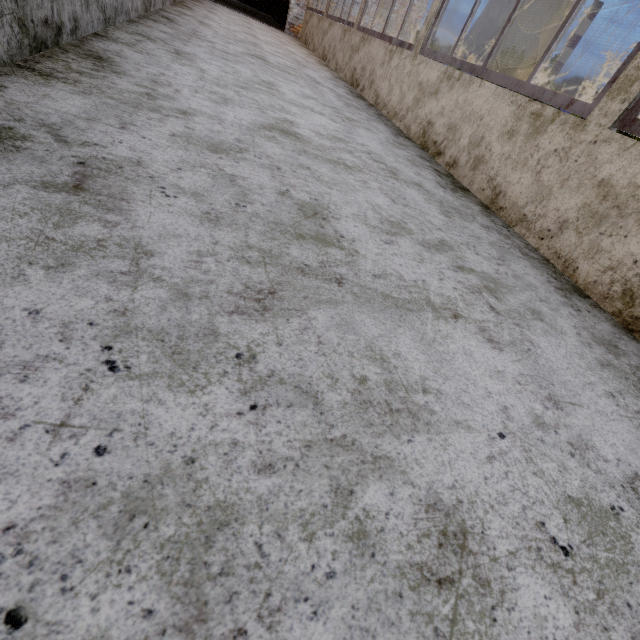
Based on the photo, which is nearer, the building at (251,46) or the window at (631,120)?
the building at (251,46)

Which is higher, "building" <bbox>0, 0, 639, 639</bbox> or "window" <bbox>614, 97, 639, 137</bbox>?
"window" <bbox>614, 97, 639, 137</bbox>

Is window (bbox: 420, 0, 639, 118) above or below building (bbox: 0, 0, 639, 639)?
above

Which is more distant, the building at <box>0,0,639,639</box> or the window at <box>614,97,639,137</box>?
the window at <box>614,97,639,137</box>

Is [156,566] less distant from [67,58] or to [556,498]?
[556,498]

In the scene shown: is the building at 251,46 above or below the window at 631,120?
below

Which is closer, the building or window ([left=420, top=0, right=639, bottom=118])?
the building
